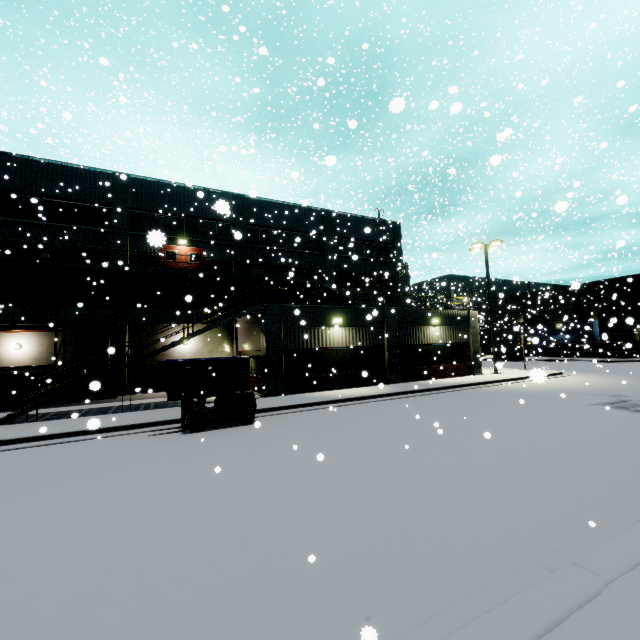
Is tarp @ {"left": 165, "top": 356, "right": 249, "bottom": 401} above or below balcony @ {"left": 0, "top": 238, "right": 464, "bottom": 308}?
below

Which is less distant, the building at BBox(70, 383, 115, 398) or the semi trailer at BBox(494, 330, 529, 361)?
the building at BBox(70, 383, 115, 398)

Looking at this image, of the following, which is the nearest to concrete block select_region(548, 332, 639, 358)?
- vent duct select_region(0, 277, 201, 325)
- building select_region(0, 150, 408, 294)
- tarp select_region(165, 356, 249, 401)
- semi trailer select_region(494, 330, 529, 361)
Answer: building select_region(0, 150, 408, 294)

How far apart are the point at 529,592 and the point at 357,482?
3.6m

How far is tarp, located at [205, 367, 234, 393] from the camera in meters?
15.8

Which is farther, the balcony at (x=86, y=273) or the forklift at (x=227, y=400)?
the balcony at (x=86, y=273)

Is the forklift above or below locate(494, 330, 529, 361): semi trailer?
below

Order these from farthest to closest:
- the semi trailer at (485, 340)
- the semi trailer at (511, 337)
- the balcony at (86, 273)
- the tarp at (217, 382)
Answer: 1. the semi trailer at (485, 340)
2. the semi trailer at (511, 337)
3. the balcony at (86, 273)
4. the tarp at (217, 382)
